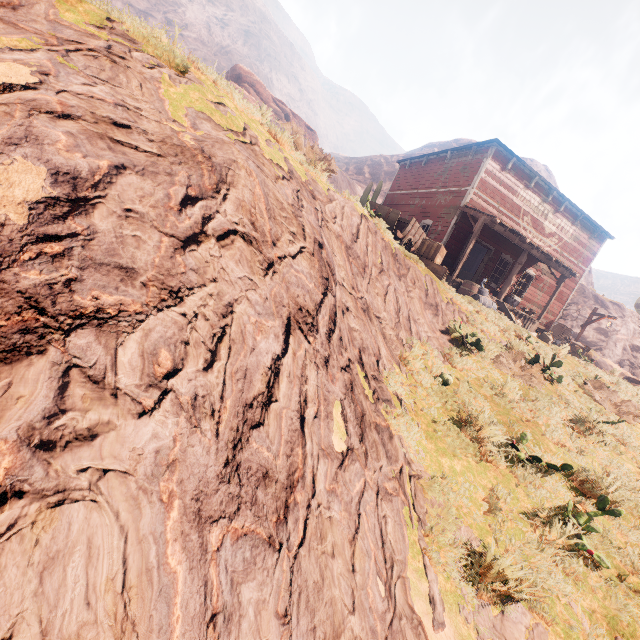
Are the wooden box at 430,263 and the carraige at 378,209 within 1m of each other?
yes

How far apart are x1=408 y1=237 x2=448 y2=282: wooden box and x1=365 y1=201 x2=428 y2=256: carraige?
0.0m

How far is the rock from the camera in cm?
493

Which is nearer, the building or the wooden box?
the wooden box

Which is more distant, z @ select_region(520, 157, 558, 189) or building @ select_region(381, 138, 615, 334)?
z @ select_region(520, 157, 558, 189)

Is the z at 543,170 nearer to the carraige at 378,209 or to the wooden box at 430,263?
the carraige at 378,209

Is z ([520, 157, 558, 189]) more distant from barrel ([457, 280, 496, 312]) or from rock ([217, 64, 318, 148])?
barrel ([457, 280, 496, 312])

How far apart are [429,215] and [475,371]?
12.52m
